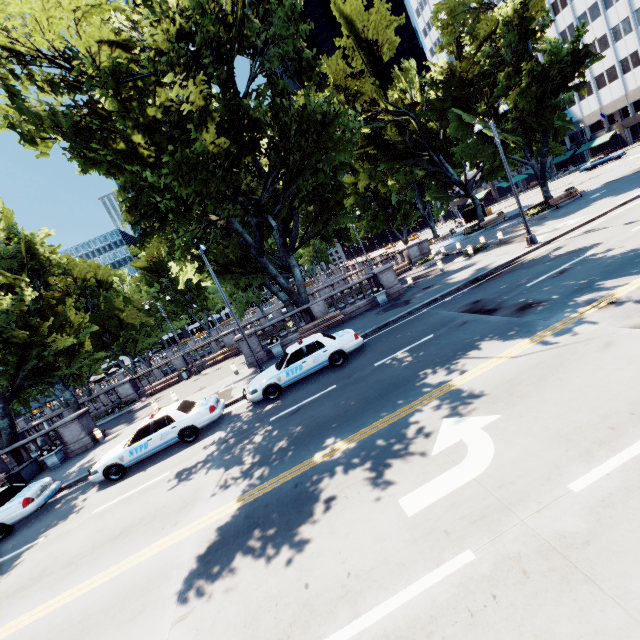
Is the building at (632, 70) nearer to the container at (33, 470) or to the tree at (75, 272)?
the tree at (75, 272)

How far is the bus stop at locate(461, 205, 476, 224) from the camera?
51.28m

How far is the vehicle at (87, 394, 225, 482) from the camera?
12.0m

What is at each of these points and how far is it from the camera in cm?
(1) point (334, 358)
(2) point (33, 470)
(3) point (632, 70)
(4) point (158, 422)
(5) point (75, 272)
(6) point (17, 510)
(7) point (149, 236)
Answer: (1) vehicle, 1319
(2) container, 1783
(3) building, 5594
(4) vehicle, 1228
(5) tree, 5219
(6) vehicle, 1152
(7) tree, 1333

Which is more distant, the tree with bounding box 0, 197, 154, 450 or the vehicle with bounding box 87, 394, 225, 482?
the tree with bounding box 0, 197, 154, 450

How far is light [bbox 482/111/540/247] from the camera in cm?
1675

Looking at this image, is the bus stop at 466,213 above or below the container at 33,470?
above

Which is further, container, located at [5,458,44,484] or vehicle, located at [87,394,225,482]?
container, located at [5,458,44,484]
